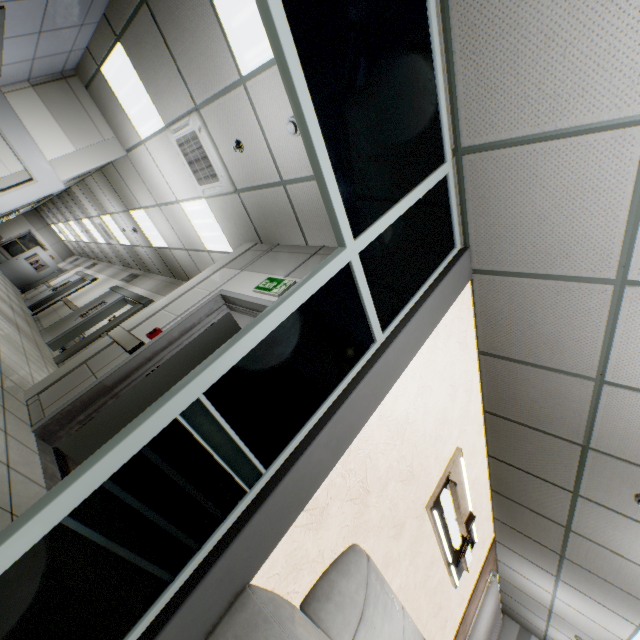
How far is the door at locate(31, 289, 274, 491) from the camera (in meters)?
2.90

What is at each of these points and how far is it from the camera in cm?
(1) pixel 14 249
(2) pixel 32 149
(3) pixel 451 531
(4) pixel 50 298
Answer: (1) window, 1805
(2) door, 467
(3) sign, 368
(4) doorway, 1269

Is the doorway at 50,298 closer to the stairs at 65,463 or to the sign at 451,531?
the stairs at 65,463

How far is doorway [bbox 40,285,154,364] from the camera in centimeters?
731cm

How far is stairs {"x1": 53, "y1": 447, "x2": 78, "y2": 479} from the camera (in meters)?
2.64

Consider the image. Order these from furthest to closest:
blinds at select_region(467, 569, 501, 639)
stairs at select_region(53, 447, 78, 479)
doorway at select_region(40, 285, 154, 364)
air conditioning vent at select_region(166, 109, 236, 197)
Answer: doorway at select_region(40, 285, 154, 364), blinds at select_region(467, 569, 501, 639), air conditioning vent at select_region(166, 109, 236, 197), stairs at select_region(53, 447, 78, 479)

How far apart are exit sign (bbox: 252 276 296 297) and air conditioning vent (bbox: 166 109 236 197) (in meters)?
1.56

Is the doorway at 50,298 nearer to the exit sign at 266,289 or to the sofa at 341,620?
the exit sign at 266,289
